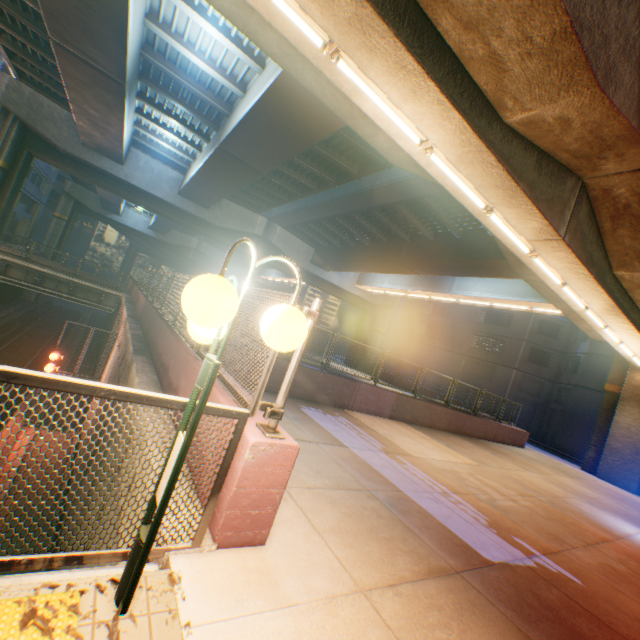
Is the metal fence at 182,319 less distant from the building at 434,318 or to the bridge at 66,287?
the bridge at 66,287

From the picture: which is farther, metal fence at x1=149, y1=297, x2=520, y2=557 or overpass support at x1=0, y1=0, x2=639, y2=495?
overpass support at x1=0, y1=0, x2=639, y2=495

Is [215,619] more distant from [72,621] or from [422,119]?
[422,119]

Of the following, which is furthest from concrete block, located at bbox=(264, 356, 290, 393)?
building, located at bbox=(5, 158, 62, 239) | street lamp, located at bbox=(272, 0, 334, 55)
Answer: building, located at bbox=(5, 158, 62, 239)

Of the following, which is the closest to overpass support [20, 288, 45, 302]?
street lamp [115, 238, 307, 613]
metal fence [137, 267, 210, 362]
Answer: metal fence [137, 267, 210, 362]

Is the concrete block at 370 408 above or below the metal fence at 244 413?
below

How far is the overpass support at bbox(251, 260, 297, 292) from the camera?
27.8m

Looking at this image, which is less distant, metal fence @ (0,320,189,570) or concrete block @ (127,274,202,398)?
Answer: metal fence @ (0,320,189,570)
